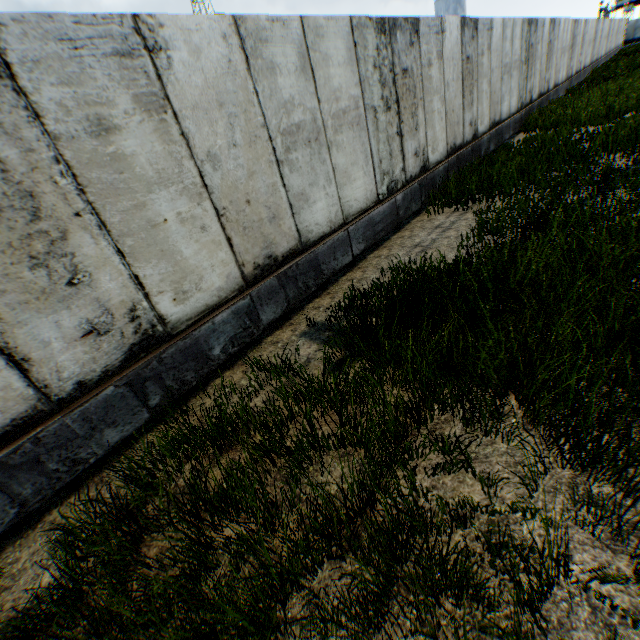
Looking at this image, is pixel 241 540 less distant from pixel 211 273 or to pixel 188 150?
pixel 211 273
